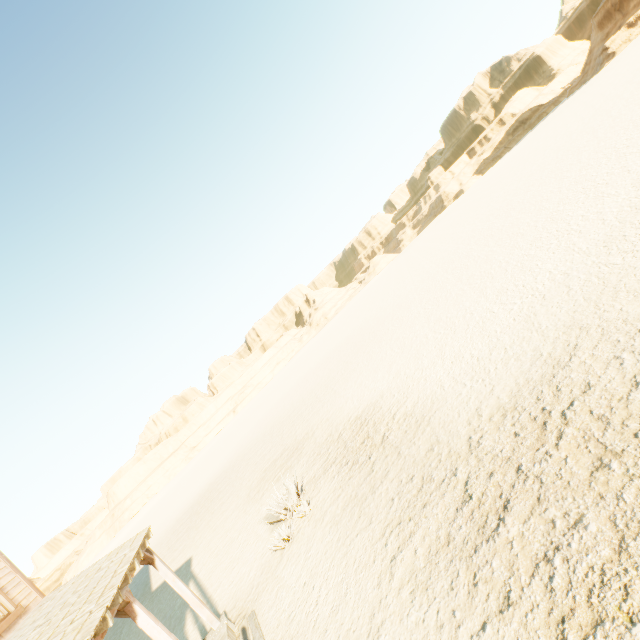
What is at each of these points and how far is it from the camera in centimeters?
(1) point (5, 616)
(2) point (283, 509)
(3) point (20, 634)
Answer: (1) widow, 627cm
(2) plant, 996cm
(3) building, 562cm

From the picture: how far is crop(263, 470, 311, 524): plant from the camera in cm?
995

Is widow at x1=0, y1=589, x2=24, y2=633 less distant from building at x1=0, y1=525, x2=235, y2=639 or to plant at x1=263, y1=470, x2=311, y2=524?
building at x1=0, y1=525, x2=235, y2=639

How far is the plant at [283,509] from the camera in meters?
9.9

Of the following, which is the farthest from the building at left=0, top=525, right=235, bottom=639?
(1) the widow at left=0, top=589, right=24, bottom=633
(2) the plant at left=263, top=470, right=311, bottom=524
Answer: (2) the plant at left=263, top=470, right=311, bottom=524

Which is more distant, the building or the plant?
the plant

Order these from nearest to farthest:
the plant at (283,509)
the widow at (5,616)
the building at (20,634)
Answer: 1. the building at (20,634)
2. the widow at (5,616)
3. the plant at (283,509)
